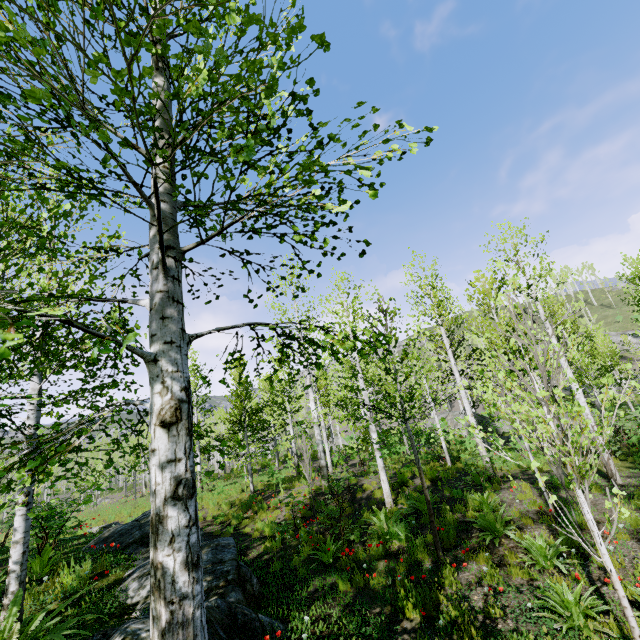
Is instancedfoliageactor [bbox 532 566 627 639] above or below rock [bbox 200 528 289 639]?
below

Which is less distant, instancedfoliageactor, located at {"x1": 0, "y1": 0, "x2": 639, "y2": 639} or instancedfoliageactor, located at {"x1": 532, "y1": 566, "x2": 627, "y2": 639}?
instancedfoliageactor, located at {"x1": 0, "y1": 0, "x2": 639, "y2": 639}

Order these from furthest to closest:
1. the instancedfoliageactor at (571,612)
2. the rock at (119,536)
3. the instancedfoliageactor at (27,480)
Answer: the instancedfoliageactor at (571,612) < the rock at (119,536) < the instancedfoliageactor at (27,480)

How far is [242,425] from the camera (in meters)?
17.36

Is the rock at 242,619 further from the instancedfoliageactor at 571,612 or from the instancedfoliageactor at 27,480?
the instancedfoliageactor at 571,612

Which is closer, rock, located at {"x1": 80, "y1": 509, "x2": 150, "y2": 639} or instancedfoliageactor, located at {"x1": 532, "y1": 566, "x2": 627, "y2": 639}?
rock, located at {"x1": 80, "y1": 509, "x2": 150, "y2": 639}

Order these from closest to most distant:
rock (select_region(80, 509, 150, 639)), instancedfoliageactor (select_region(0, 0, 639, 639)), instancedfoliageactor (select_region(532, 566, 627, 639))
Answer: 1. instancedfoliageactor (select_region(0, 0, 639, 639))
2. rock (select_region(80, 509, 150, 639))
3. instancedfoliageactor (select_region(532, 566, 627, 639))
